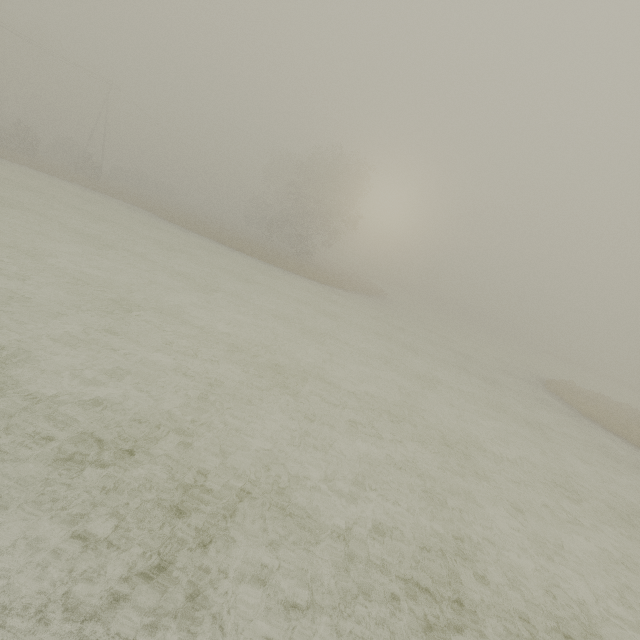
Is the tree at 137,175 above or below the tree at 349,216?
below

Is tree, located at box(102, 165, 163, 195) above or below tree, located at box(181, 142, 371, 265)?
below

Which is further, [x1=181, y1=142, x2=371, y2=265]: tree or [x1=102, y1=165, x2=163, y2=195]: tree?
[x1=102, y1=165, x2=163, y2=195]: tree

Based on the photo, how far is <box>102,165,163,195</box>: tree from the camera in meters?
49.3 m

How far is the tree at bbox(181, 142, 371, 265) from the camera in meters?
37.2 m

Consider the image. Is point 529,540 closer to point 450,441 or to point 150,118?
point 450,441

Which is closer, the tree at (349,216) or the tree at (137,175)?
the tree at (349,216)
